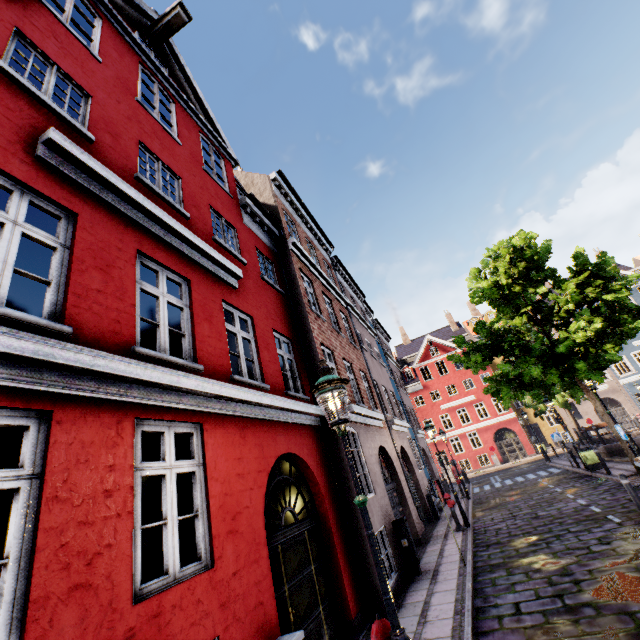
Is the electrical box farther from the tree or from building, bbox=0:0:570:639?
the tree

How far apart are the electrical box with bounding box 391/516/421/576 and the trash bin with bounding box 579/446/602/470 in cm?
1259

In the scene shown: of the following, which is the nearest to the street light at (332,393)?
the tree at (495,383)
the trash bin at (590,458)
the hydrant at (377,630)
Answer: the hydrant at (377,630)

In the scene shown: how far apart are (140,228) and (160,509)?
8.8m

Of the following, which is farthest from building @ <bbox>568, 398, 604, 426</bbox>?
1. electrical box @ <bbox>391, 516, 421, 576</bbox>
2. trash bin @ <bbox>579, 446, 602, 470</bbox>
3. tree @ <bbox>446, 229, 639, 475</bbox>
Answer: electrical box @ <bbox>391, 516, 421, 576</bbox>

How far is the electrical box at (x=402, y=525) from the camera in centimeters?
841cm

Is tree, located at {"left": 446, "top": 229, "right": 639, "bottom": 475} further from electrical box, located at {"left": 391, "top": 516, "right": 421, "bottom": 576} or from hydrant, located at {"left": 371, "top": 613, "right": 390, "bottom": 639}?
electrical box, located at {"left": 391, "top": 516, "right": 421, "bottom": 576}

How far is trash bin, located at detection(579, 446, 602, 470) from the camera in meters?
15.5 m
